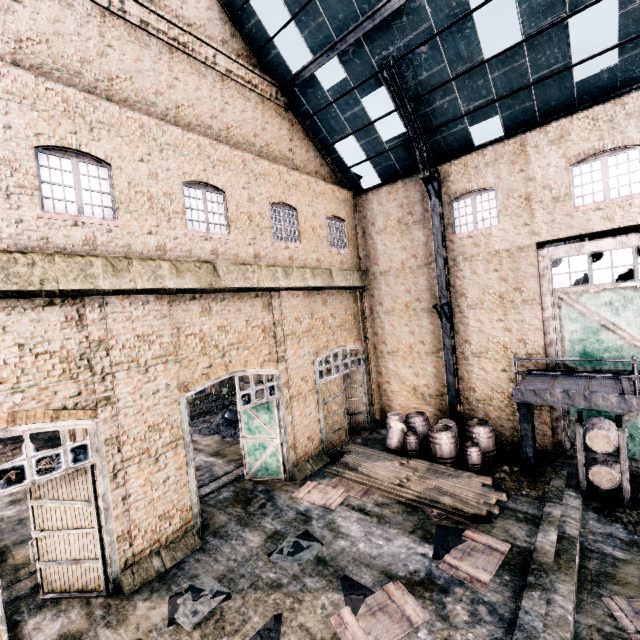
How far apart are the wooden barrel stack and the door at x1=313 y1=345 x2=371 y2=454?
9.3 meters

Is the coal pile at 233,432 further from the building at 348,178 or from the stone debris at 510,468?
the building at 348,178

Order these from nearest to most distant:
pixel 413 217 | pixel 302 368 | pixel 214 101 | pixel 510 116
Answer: pixel 214 101
pixel 510 116
pixel 302 368
pixel 413 217

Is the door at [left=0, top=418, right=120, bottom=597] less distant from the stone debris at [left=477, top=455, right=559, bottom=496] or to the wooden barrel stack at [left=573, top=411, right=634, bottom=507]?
the stone debris at [left=477, top=455, right=559, bottom=496]

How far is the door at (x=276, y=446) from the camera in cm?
1051

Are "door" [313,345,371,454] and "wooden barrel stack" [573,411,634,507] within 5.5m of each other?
no

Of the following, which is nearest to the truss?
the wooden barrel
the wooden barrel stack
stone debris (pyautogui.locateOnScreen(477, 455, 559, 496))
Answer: the wooden barrel

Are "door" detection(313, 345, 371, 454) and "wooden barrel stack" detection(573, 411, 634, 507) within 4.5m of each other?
no
